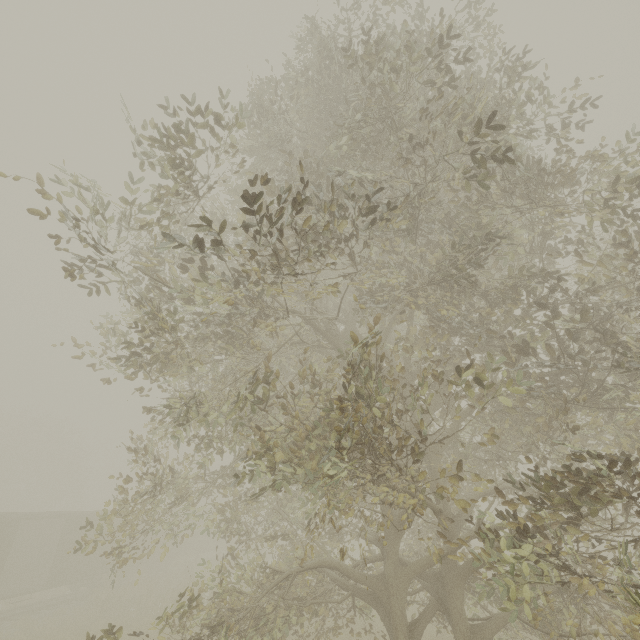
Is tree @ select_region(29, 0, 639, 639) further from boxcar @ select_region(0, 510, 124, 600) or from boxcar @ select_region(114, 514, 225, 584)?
boxcar @ select_region(114, 514, 225, 584)

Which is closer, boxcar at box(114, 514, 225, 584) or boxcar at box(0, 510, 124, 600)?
boxcar at box(0, 510, 124, 600)

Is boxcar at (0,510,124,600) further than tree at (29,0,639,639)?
Yes

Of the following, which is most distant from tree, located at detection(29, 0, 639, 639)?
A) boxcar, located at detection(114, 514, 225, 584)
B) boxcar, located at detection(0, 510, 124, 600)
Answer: boxcar, located at detection(114, 514, 225, 584)

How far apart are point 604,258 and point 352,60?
7.4m

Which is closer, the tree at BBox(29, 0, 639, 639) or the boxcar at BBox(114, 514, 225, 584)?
the tree at BBox(29, 0, 639, 639)

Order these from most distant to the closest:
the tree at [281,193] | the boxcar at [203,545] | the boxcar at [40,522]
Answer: the boxcar at [203,545] → the boxcar at [40,522] → the tree at [281,193]

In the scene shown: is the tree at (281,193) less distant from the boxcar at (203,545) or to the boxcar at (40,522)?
the boxcar at (40,522)
